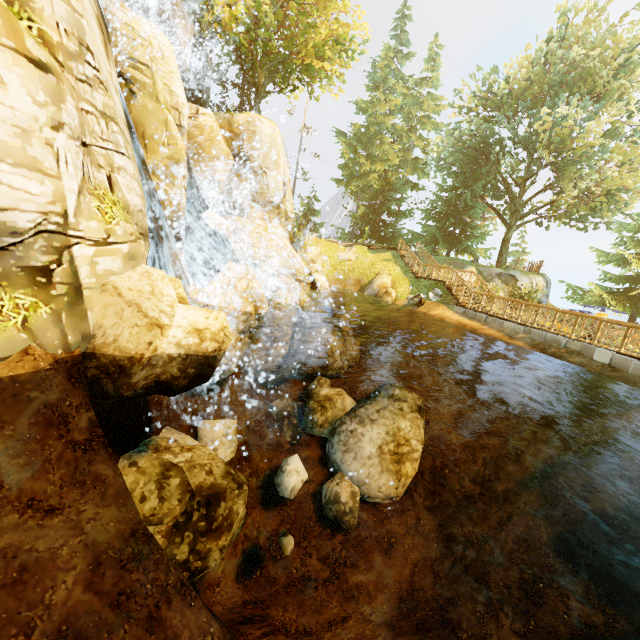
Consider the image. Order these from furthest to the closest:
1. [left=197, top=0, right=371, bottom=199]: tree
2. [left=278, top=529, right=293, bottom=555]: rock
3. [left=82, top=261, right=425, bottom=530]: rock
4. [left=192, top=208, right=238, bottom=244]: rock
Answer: [left=197, top=0, right=371, bottom=199]: tree
[left=192, top=208, right=238, bottom=244]: rock
[left=278, top=529, right=293, bottom=555]: rock
[left=82, top=261, right=425, bottom=530]: rock

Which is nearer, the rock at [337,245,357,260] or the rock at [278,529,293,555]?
the rock at [278,529,293,555]

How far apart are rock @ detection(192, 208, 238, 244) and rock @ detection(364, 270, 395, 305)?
9.9 meters

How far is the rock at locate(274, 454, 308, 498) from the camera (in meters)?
9.84

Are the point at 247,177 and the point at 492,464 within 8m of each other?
no

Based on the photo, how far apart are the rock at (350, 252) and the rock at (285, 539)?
20.6 meters

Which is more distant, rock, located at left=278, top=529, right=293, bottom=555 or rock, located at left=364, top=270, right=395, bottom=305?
rock, located at left=364, top=270, right=395, bottom=305

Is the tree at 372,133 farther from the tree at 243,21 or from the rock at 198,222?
the rock at 198,222
